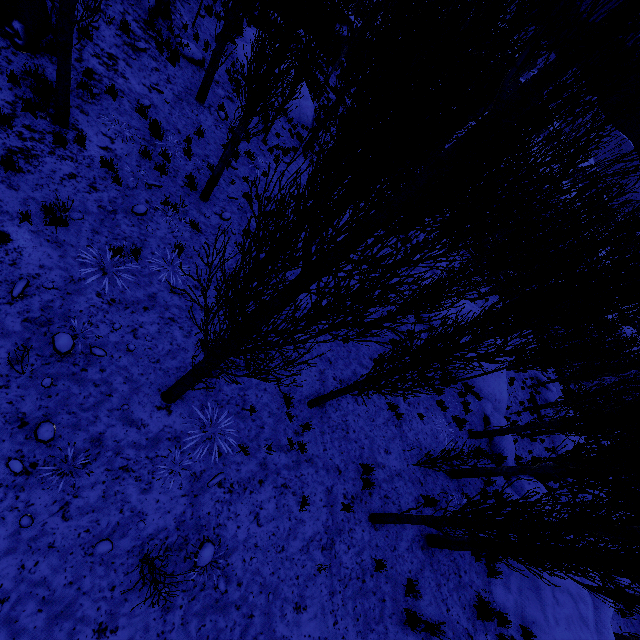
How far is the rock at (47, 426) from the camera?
4.6 meters

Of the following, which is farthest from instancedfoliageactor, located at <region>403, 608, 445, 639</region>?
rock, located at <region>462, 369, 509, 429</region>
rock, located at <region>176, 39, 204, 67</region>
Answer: rock, located at <region>176, 39, 204, 67</region>

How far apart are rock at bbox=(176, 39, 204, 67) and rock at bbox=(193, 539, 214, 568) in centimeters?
1492cm

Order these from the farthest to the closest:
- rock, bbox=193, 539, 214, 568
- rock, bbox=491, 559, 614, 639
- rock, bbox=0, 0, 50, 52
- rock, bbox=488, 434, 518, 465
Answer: rock, bbox=488, 434, 518, 465 < rock, bbox=491, 559, 614, 639 < rock, bbox=0, 0, 50, 52 < rock, bbox=193, 539, 214, 568

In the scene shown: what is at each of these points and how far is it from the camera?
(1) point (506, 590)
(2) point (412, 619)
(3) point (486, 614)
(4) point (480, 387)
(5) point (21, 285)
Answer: (1) rock, 8.30m
(2) instancedfoliageactor, 6.50m
(3) instancedfoliageactor, 7.25m
(4) rock, 15.70m
(5) rock, 5.22m

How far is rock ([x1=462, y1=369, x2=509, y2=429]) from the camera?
14.3 meters

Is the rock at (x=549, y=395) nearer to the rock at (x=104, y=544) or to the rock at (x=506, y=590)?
the rock at (x=506, y=590)

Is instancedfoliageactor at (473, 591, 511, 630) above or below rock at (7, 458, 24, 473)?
above
